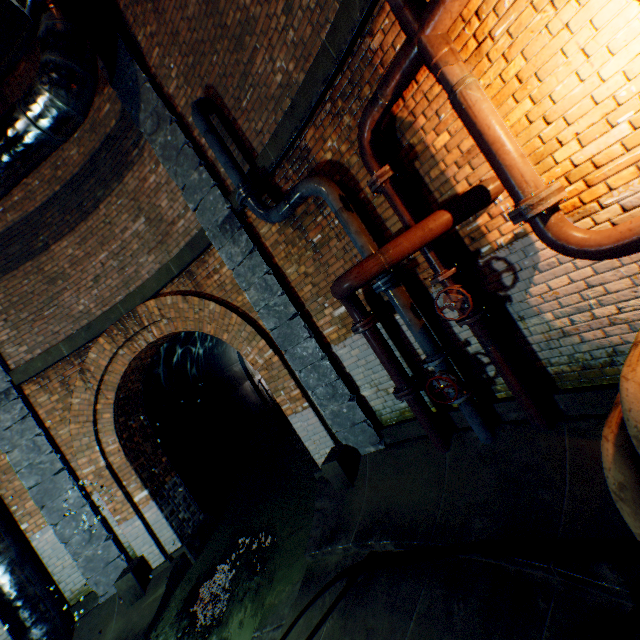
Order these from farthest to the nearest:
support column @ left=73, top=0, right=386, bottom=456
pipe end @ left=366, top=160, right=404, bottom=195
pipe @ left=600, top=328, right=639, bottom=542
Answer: support column @ left=73, top=0, right=386, bottom=456 → pipe end @ left=366, top=160, right=404, bottom=195 → pipe @ left=600, top=328, right=639, bottom=542

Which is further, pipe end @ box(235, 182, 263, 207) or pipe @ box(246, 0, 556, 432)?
pipe end @ box(235, 182, 263, 207)

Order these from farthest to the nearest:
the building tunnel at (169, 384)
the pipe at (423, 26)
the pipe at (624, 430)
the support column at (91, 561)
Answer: the building tunnel at (169, 384), the support column at (91, 561), the pipe at (423, 26), the pipe at (624, 430)

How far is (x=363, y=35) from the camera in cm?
303

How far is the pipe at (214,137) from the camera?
4.3 meters

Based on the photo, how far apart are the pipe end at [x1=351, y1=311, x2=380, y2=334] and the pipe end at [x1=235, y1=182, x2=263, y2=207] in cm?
216

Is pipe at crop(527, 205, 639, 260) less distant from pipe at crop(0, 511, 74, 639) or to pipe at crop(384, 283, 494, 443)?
pipe at crop(384, 283, 494, 443)

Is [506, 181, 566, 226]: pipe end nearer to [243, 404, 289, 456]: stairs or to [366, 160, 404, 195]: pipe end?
[366, 160, 404, 195]: pipe end
